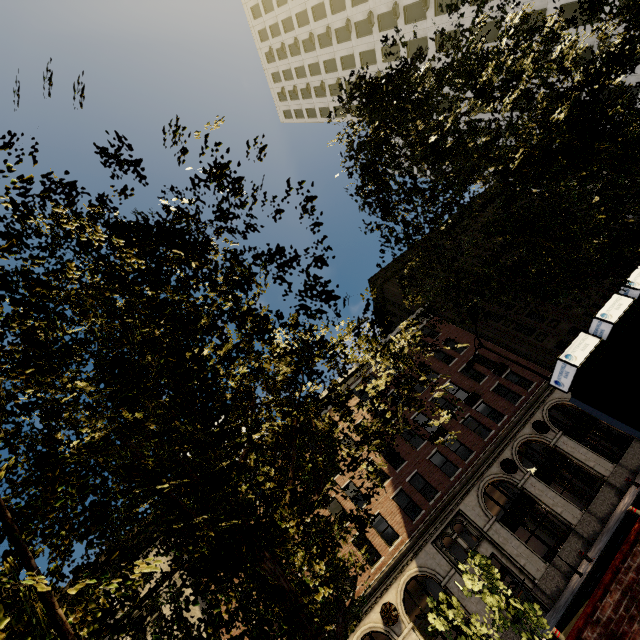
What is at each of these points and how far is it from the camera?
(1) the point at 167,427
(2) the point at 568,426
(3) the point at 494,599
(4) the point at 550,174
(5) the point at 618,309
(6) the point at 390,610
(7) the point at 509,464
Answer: (1) tree, 3.1 meters
(2) building, 23.4 meters
(3) tree, 9.2 meters
(4) tree, 3.1 meters
(5) atm, 7.2 meters
(6) air conditioner, 18.7 meters
(7) air conditioner, 22.3 meters

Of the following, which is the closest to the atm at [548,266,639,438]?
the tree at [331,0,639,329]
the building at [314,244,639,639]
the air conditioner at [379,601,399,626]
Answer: the tree at [331,0,639,329]

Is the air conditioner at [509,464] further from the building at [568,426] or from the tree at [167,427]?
the tree at [167,427]

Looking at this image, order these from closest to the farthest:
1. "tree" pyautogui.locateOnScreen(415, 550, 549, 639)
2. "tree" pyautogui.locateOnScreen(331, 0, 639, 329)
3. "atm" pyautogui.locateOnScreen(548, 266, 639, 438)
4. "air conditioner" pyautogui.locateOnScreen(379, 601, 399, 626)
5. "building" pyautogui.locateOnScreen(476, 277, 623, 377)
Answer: "tree" pyautogui.locateOnScreen(331, 0, 639, 329)
"atm" pyautogui.locateOnScreen(548, 266, 639, 438)
"tree" pyautogui.locateOnScreen(415, 550, 549, 639)
"air conditioner" pyautogui.locateOnScreen(379, 601, 399, 626)
"building" pyautogui.locateOnScreen(476, 277, 623, 377)

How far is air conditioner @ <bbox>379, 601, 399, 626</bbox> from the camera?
18.41m

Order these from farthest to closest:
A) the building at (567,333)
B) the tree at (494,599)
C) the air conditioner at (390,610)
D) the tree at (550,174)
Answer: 1. the building at (567,333)
2. the air conditioner at (390,610)
3. the tree at (494,599)
4. the tree at (550,174)

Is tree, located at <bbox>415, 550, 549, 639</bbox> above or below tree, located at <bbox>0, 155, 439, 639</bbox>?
below

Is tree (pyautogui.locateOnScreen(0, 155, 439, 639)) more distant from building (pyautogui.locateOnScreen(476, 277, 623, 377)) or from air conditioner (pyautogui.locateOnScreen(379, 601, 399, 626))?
air conditioner (pyautogui.locateOnScreen(379, 601, 399, 626))
